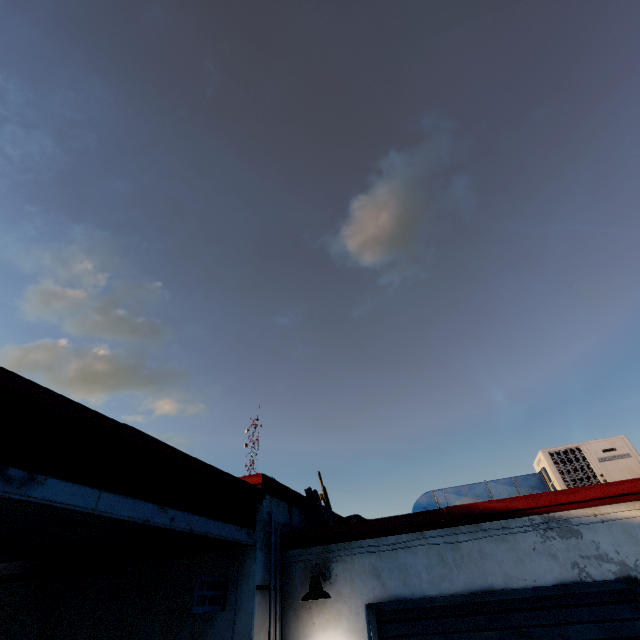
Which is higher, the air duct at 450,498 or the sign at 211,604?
the air duct at 450,498

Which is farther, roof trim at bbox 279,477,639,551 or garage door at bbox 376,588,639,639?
roof trim at bbox 279,477,639,551

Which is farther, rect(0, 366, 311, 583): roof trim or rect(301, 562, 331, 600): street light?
rect(301, 562, 331, 600): street light

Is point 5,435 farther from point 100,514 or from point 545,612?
point 545,612

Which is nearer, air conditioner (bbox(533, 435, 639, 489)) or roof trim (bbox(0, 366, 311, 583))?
roof trim (bbox(0, 366, 311, 583))

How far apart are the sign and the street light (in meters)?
1.10

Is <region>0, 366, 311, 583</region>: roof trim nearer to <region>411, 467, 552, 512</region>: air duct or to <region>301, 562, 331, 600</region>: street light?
<region>301, 562, 331, 600</region>: street light

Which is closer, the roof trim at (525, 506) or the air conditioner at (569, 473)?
the roof trim at (525, 506)
